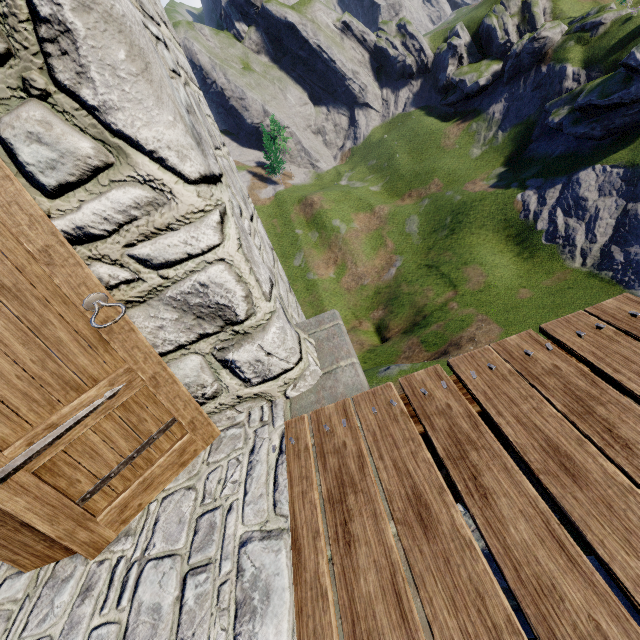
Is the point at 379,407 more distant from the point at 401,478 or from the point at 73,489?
the point at 73,489
